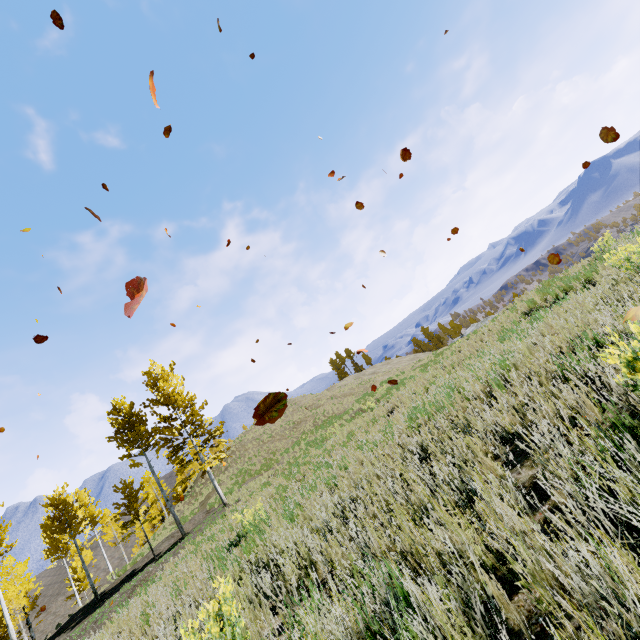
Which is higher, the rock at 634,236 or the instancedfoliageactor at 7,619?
the instancedfoliageactor at 7,619

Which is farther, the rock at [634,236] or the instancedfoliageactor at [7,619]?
the instancedfoliageactor at [7,619]

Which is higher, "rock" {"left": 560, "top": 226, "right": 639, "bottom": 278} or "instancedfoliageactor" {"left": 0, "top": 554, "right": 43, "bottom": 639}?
"instancedfoliageactor" {"left": 0, "top": 554, "right": 43, "bottom": 639}

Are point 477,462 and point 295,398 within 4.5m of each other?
no

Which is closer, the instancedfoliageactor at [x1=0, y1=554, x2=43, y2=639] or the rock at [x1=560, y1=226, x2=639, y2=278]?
the rock at [x1=560, y1=226, x2=639, y2=278]
